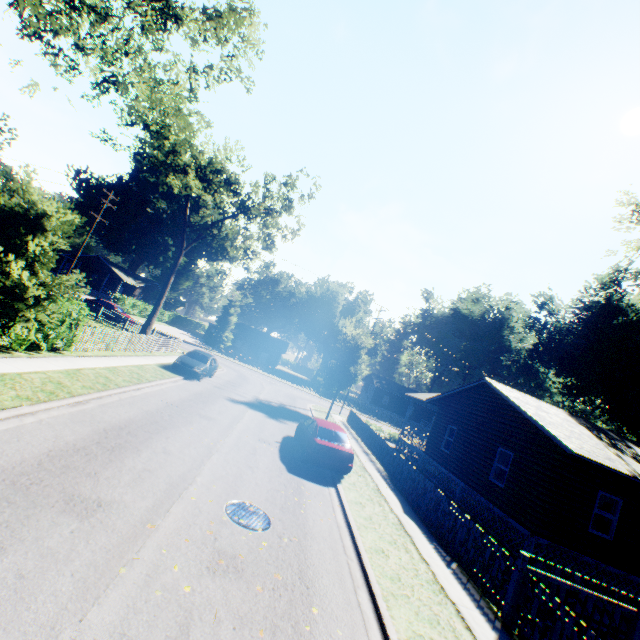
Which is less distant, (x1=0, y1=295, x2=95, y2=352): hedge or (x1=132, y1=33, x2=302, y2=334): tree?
(x1=0, y1=295, x2=95, y2=352): hedge

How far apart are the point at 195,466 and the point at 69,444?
3.0 meters

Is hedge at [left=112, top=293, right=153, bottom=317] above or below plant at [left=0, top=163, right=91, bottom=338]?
below

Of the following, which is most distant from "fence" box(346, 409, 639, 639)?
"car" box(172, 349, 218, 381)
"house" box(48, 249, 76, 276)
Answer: "house" box(48, 249, 76, 276)

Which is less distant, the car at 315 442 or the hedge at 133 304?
the car at 315 442

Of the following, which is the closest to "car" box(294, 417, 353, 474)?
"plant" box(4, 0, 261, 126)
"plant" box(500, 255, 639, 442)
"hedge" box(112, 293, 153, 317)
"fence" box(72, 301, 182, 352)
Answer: "fence" box(72, 301, 182, 352)

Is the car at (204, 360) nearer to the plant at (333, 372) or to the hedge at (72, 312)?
the hedge at (72, 312)

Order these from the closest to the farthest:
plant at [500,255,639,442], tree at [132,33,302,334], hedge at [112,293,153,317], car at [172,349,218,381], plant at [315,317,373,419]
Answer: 1. car at [172,349,218,381]
2. tree at [132,33,302,334]
3. plant at [315,317,373,419]
4. plant at [500,255,639,442]
5. hedge at [112,293,153,317]
